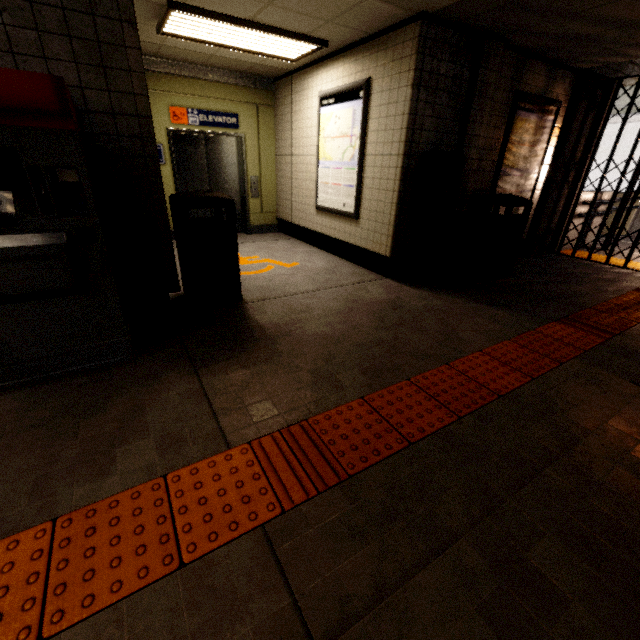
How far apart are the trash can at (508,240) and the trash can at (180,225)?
3.6m

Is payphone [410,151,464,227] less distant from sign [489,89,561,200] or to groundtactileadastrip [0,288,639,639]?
sign [489,89,561,200]

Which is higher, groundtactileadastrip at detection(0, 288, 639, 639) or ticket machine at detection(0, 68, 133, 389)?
ticket machine at detection(0, 68, 133, 389)

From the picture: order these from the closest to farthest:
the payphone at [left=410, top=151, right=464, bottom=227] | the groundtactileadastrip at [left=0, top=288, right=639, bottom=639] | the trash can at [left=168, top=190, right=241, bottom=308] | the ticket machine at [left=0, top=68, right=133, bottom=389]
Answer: the groundtactileadastrip at [left=0, top=288, right=639, bottom=639], the ticket machine at [left=0, top=68, right=133, bottom=389], the trash can at [left=168, top=190, right=241, bottom=308], the payphone at [left=410, top=151, right=464, bottom=227]

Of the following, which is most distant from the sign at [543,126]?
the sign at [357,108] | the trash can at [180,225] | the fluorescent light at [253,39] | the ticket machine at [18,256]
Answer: the ticket machine at [18,256]

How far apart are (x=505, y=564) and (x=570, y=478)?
0.7m

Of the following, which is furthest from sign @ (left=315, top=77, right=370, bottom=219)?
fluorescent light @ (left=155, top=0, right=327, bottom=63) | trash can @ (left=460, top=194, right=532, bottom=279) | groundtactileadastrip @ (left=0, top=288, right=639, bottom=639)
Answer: groundtactileadastrip @ (left=0, top=288, right=639, bottom=639)

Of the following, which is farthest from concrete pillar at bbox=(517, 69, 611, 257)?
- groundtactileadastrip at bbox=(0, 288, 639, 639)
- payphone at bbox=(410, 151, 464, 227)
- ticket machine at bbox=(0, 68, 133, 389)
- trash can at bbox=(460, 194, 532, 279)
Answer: ticket machine at bbox=(0, 68, 133, 389)
